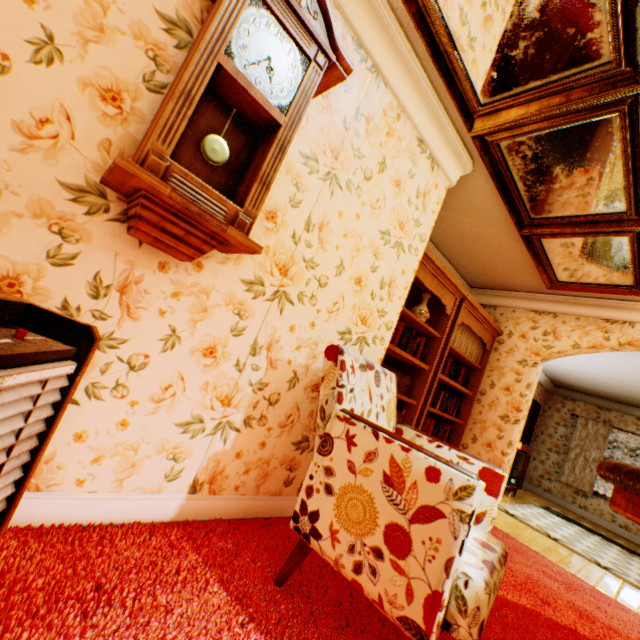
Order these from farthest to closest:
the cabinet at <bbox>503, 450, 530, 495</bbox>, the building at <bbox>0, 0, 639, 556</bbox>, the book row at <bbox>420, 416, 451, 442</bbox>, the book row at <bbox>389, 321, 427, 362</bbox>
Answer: the cabinet at <bbox>503, 450, 530, 495</bbox> → the book row at <bbox>420, 416, 451, 442</bbox> → the book row at <bbox>389, 321, 427, 362</bbox> → the building at <bbox>0, 0, 639, 556</bbox>

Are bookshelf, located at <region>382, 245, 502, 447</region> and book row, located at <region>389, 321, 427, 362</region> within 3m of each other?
yes

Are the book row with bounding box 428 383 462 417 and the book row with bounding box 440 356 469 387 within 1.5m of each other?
yes

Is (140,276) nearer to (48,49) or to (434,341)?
(48,49)

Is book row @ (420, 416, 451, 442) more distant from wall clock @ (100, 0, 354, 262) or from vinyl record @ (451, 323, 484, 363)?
wall clock @ (100, 0, 354, 262)

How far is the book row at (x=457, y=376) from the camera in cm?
423

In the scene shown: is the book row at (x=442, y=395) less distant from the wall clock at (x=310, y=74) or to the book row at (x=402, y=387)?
the book row at (x=402, y=387)

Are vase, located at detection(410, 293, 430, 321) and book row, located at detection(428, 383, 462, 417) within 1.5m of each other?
yes
